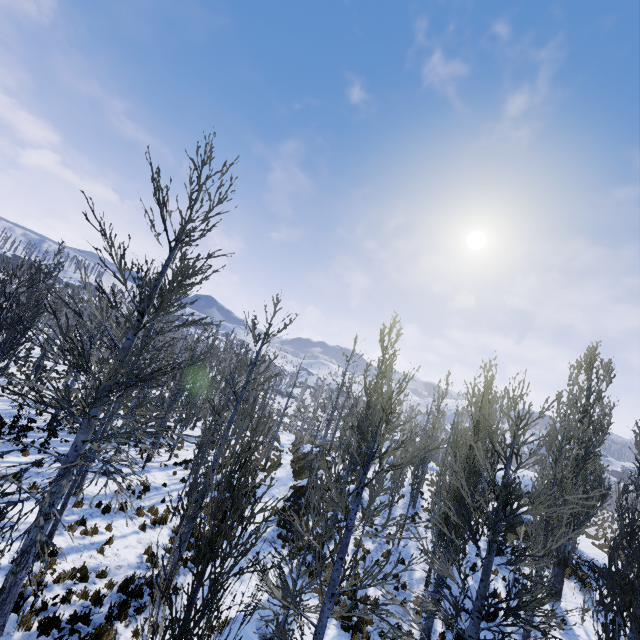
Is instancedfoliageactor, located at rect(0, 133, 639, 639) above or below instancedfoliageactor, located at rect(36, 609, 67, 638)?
above

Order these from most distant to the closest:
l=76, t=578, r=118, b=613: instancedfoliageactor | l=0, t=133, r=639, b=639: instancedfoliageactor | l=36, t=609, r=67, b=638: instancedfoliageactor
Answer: l=76, t=578, r=118, b=613: instancedfoliageactor
l=36, t=609, r=67, b=638: instancedfoliageactor
l=0, t=133, r=639, b=639: instancedfoliageactor

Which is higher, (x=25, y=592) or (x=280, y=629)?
(x=280, y=629)

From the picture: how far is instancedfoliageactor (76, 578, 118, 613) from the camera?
8.1m

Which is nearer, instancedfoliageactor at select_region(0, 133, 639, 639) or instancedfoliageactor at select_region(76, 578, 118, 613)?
instancedfoliageactor at select_region(0, 133, 639, 639)

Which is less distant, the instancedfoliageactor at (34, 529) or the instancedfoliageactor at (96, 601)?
the instancedfoliageactor at (34, 529)

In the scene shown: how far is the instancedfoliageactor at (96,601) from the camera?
8.07m
